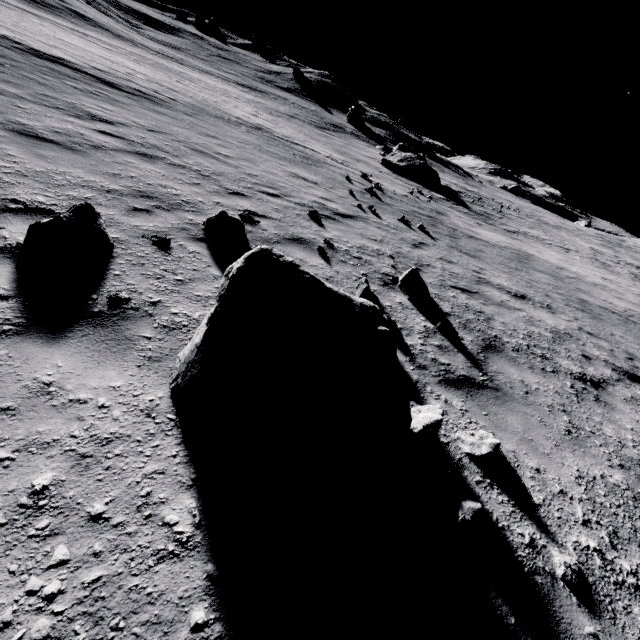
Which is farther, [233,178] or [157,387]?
[233,178]

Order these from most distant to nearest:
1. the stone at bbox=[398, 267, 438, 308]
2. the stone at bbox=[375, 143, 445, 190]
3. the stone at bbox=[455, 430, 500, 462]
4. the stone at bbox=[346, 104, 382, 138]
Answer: the stone at bbox=[346, 104, 382, 138] → the stone at bbox=[375, 143, 445, 190] → the stone at bbox=[398, 267, 438, 308] → the stone at bbox=[455, 430, 500, 462]

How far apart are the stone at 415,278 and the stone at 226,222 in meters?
3.0

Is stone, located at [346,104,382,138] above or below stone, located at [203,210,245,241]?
above

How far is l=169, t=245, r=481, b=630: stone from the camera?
2.0 meters

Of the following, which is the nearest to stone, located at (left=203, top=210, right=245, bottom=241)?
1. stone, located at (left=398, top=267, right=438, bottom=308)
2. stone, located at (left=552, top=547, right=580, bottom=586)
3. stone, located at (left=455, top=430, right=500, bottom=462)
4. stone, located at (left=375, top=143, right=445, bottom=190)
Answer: stone, located at (left=398, top=267, right=438, bottom=308)

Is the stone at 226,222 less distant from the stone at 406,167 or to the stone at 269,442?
the stone at 269,442

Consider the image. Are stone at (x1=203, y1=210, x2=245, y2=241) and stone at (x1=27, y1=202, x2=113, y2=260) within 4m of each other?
yes
